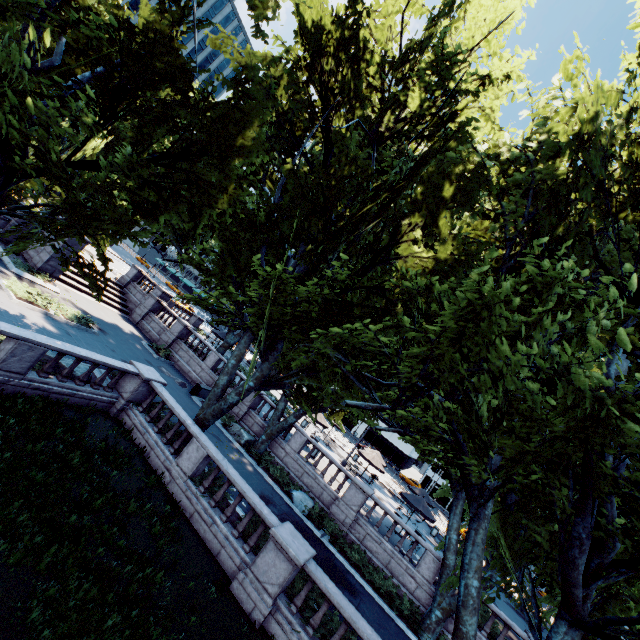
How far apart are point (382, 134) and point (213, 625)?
19.38m

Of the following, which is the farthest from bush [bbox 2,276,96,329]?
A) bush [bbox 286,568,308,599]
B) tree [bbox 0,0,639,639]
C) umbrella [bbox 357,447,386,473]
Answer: bush [bbox 286,568,308,599]

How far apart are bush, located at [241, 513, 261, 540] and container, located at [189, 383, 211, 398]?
11.79m

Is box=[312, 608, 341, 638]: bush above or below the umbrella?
below

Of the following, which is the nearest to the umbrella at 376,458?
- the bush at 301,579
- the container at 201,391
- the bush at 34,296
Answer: the container at 201,391

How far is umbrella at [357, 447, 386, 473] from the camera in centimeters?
2647cm

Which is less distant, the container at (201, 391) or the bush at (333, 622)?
the bush at (333, 622)

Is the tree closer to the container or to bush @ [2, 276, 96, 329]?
the container
